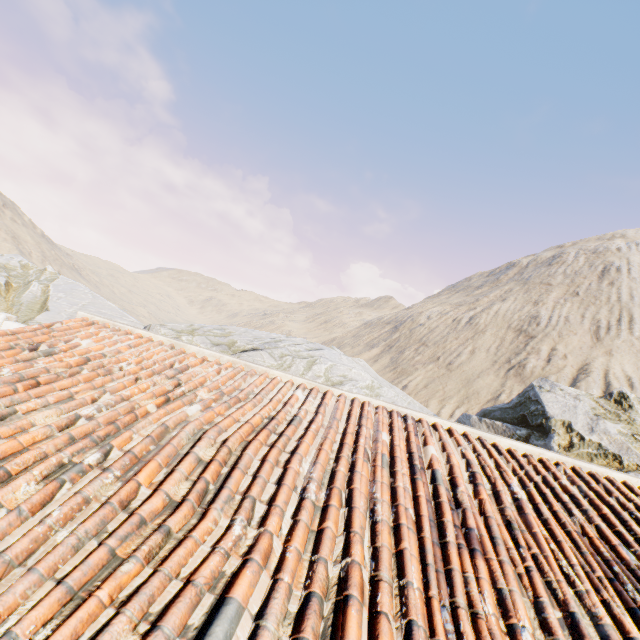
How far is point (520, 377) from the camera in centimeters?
3288cm

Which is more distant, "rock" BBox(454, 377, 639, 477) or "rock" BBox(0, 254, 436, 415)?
"rock" BBox(0, 254, 436, 415)

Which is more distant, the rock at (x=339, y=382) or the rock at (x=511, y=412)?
the rock at (x=339, y=382)
